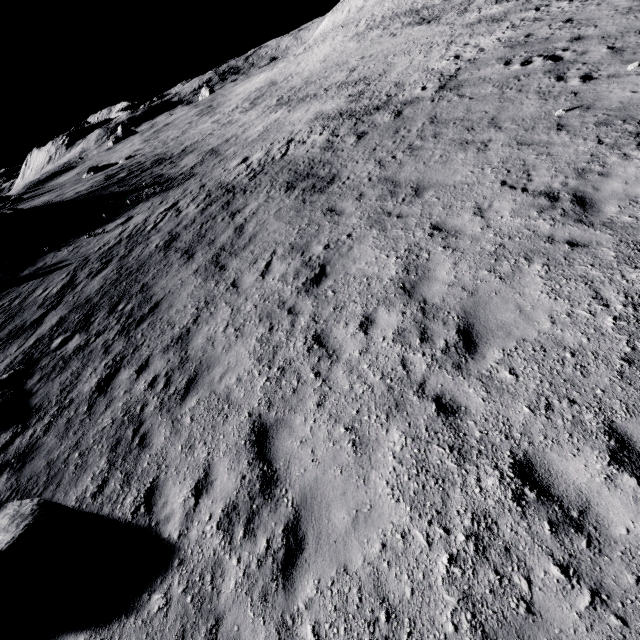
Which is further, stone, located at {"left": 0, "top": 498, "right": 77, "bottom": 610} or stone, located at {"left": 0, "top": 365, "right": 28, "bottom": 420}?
stone, located at {"left": 0, "top": 365, "right": 28, "bottom": 420}

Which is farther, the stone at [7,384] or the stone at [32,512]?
the stone at [7,384]

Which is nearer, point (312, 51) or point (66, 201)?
point (66, 201)
